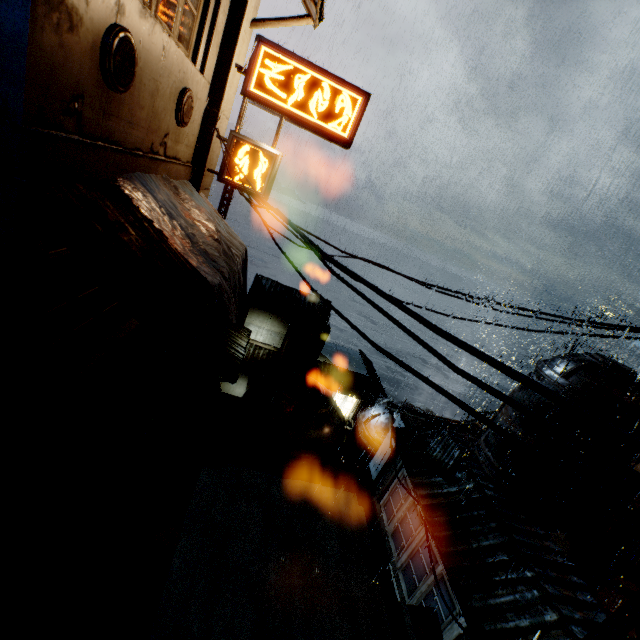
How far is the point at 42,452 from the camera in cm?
752

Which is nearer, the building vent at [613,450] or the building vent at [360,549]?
the building vent at [613,450]

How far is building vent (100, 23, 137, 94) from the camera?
4.88m

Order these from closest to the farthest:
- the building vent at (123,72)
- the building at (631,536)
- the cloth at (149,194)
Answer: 1. the building vent at (123,72)
2. the building at (631,536)
3. the cloth at (149,194)

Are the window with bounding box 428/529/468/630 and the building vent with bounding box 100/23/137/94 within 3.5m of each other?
no

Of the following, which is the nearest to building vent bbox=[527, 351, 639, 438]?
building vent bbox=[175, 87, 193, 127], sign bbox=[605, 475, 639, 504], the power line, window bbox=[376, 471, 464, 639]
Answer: sign bbox=[605, 475, 639, 504]

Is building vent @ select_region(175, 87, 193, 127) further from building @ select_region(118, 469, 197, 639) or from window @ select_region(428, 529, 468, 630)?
window @ select_region(428, 529, 468, 630)

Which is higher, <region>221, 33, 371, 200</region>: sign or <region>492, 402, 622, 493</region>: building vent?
<region>221, 33, 371, 200</region>: sign
